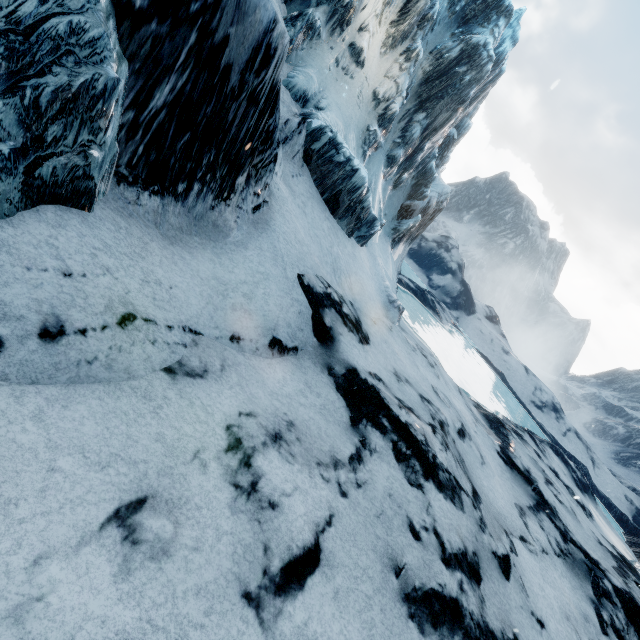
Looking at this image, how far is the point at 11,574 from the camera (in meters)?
1.80
